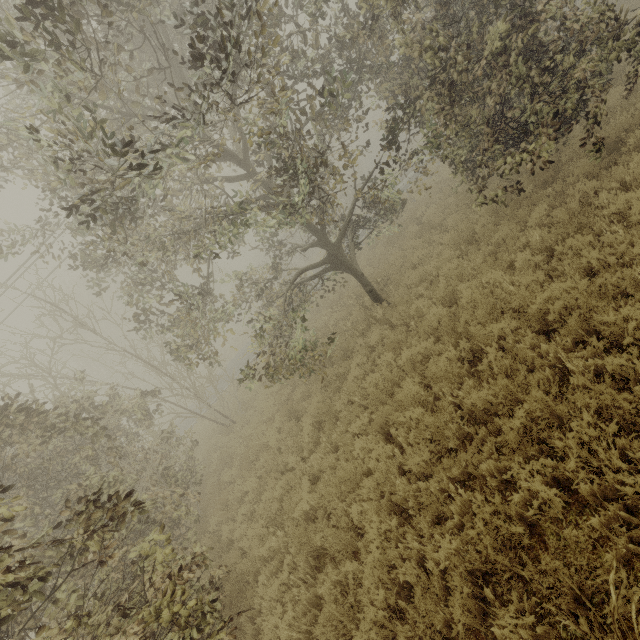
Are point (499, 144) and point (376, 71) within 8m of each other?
yes
